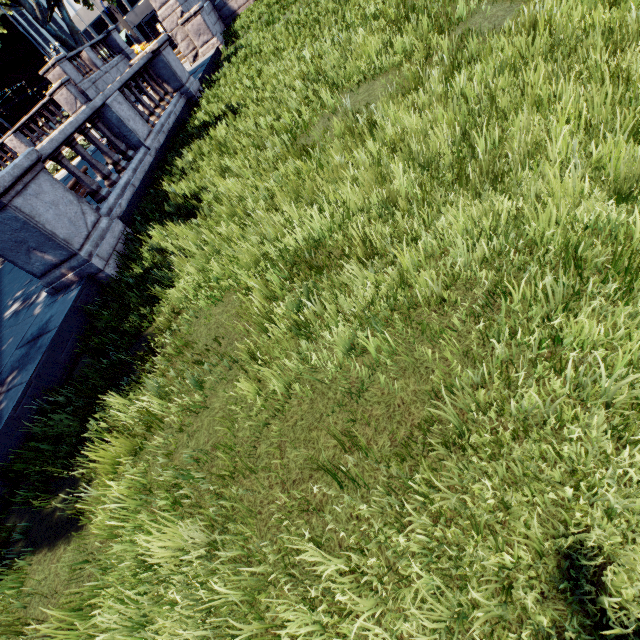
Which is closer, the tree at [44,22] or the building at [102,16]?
the tree at [44,22]

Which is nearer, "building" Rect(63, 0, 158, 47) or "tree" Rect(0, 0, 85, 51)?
"tree" Rect(0, 0, 85, 51)

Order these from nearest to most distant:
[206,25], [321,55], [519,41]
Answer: [519,41], [321,55], [206,25]
